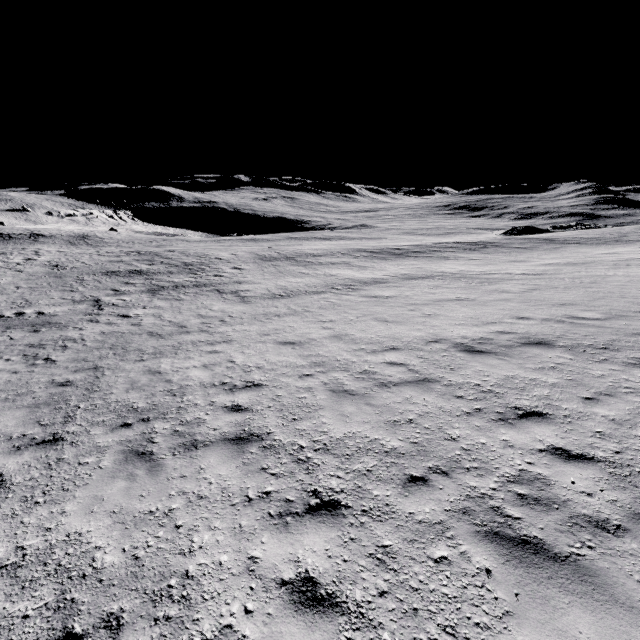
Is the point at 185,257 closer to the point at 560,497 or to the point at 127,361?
the point at 127,361
